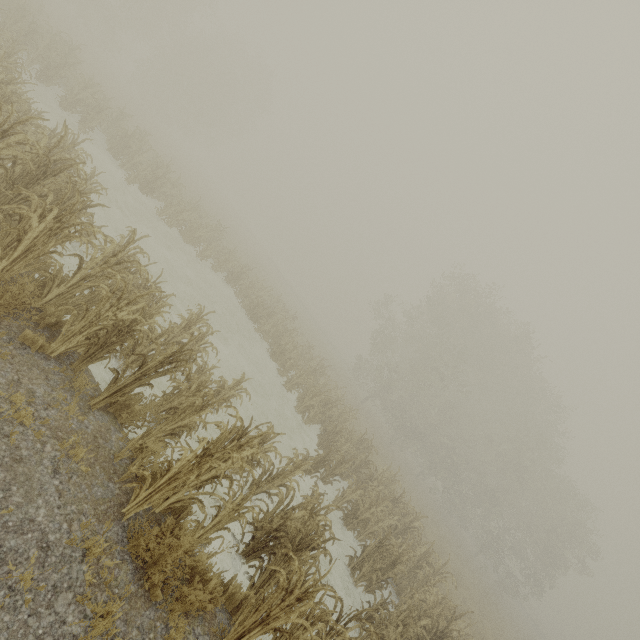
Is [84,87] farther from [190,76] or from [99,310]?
[190,76]
